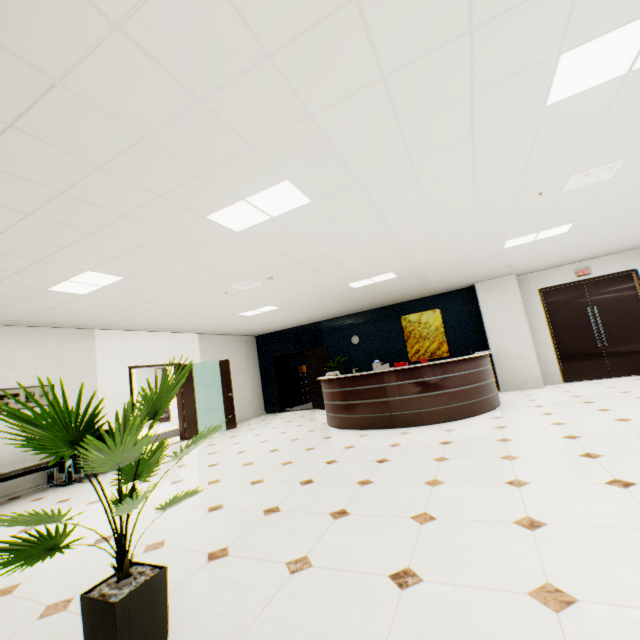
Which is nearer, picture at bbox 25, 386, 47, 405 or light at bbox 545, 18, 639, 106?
light at bbox 545, 18, 639, 106

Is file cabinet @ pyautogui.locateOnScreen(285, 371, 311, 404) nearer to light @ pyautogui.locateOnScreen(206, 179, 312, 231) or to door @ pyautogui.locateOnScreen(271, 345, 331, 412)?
door @ pyautogui.locateOnScreen(271, 345, 331, 412)

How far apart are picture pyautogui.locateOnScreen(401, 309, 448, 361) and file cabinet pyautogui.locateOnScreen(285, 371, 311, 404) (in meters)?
5.25

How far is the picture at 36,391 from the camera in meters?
6.0

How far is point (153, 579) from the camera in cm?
138

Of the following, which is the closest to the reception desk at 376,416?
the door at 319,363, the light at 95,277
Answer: the door at 319,363

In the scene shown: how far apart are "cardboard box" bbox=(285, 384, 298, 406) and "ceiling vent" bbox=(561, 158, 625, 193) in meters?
11.0

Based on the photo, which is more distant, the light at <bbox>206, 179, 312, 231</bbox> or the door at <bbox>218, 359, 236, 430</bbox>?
the door at <bbox>218, 359, 236, 430</bbox>
